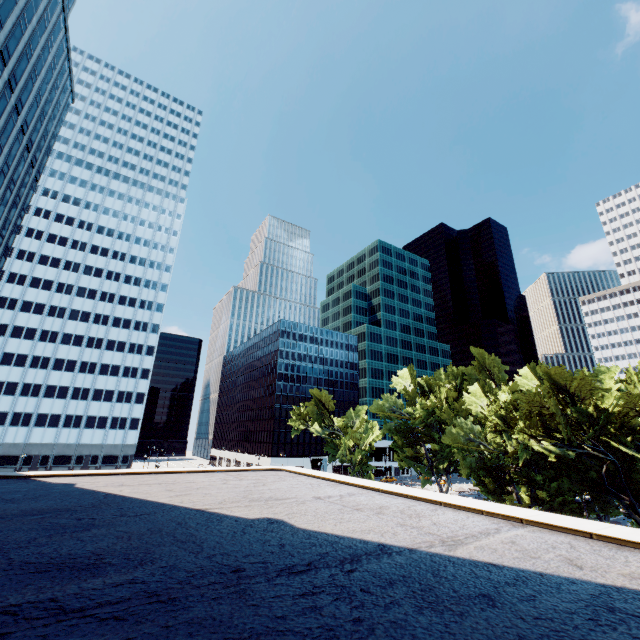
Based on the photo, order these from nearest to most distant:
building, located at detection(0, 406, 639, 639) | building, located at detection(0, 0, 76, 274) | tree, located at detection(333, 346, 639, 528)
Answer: building, located at detection(0, 406, 639, 639)
tree, located at detection(333, 346, 639, 528)
building, located at detection(0, 0, 76, 274)

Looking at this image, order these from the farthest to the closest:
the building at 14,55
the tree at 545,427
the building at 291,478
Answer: the building at 14,55, the tree at 545,427, the building at 291,478

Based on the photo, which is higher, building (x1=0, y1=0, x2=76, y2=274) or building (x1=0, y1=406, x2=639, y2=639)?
building (x1=0, y1=0, x2=76, y2=274)

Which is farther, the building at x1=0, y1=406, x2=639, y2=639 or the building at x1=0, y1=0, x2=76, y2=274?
the building at x1=0, y1=0, x2=76, y2=274

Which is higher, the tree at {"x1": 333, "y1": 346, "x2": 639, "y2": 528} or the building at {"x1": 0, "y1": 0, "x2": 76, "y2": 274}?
the building at {"x1": 0, "y1": 0, "x2": 76, "y2": 274}

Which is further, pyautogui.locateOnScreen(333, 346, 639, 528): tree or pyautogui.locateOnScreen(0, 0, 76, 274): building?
pyautogui.locateOnScreen(0, 0, 76, 274): building

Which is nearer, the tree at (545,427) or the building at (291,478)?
the building at (291,478)

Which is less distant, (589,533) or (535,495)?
(589,533)
